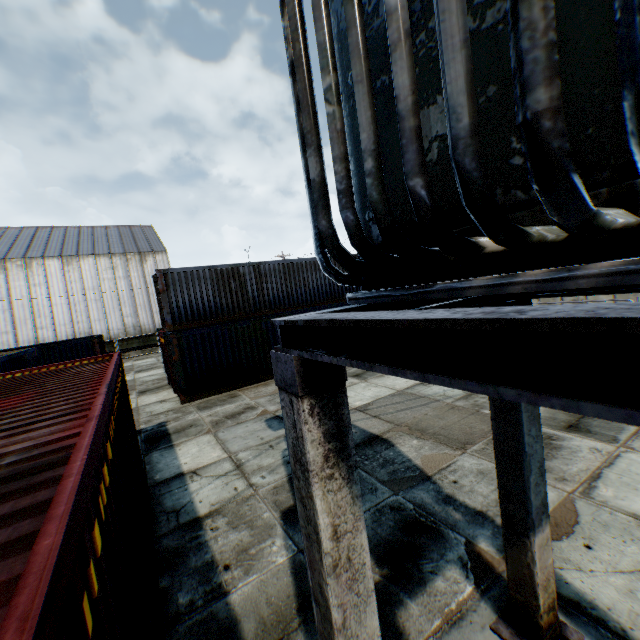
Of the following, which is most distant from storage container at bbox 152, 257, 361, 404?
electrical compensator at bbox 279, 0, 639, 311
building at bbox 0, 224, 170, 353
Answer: building at bbox 0, 224, 170, 353

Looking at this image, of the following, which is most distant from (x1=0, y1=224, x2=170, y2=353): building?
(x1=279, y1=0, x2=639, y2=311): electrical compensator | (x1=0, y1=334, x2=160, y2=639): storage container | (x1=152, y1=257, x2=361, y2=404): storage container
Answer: (x1=279, y1=0, x2=639, y2=311): electrical compensator

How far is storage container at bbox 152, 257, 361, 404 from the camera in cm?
1376

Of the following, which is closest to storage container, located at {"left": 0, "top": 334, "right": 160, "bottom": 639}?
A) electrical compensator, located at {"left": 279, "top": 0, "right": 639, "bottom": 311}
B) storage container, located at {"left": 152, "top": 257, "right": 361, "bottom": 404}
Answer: electrical compensator, located at {"left": 279, "top": 0, "right": 639, "bottom": 311}

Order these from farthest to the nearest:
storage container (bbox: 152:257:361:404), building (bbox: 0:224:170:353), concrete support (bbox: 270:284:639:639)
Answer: building (bbox: 0:224:170:353), storage container (bbox: 152:257:361:404), concrete support (bbox: 270:284:639:639)

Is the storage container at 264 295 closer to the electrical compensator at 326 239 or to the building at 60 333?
the electrical compensator at 326 239

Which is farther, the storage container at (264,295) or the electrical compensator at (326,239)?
the storage container at (264,295)

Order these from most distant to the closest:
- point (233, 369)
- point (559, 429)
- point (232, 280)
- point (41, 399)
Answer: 1. point (232, 280)
2. point (233, 369)
3. point (559, 429)
4. point (41, 399)
